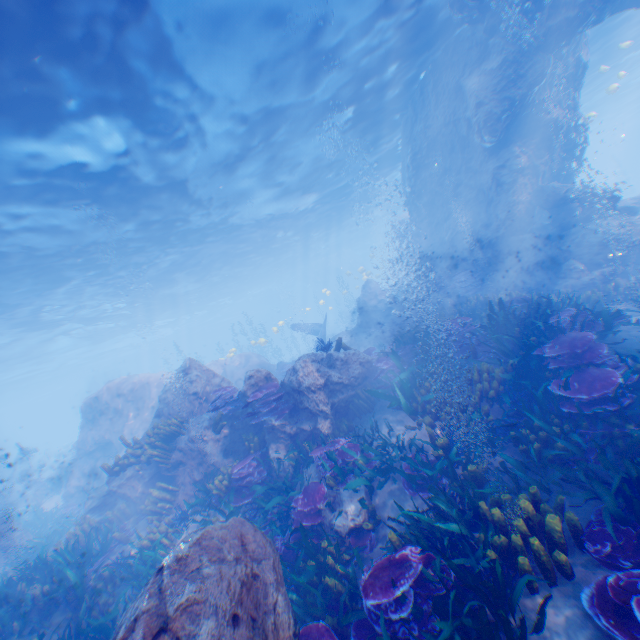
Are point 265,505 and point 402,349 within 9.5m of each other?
yes

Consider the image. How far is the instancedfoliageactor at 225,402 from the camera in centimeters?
905cm

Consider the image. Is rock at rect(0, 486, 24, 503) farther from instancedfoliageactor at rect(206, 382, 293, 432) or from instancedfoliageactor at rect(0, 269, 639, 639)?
instancedfoliageactor at rect(206, 382, 293, 432)

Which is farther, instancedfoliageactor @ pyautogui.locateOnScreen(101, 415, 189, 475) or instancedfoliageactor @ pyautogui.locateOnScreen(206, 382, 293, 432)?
instancedfoliageactor @ pyautogui.locateOnScreen(101, 415, 189, 475)

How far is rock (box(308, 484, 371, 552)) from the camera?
6.1 meters

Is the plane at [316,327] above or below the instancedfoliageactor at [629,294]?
above

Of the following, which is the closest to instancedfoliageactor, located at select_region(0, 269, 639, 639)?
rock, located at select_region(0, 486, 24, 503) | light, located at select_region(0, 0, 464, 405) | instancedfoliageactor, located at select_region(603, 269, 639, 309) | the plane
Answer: the plane

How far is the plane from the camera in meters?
23.2
